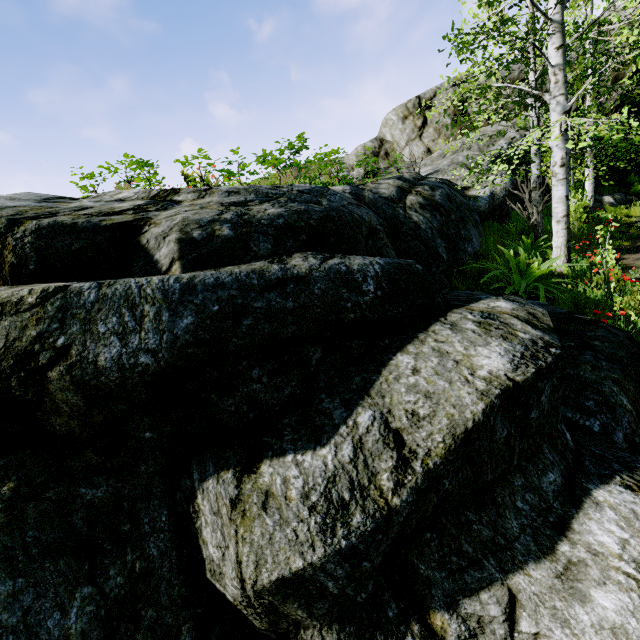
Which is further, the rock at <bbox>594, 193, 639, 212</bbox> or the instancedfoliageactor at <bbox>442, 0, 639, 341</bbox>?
the rock at <bbox>594, 193, 639, 212</bbox>

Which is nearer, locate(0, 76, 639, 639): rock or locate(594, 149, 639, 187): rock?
locate(0, 76, 639, 639): rock

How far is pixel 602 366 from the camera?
2.90m

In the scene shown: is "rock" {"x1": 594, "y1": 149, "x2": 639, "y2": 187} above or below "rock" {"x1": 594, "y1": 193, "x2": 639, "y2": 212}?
above

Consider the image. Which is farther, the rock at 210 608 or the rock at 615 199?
the rock at 615 199

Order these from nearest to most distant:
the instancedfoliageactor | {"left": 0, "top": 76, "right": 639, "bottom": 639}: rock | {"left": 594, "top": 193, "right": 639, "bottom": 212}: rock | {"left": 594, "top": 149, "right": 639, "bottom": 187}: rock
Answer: {"left": 0, "top": 76, "right": 639, "bottom": 639}: rock
the instancedfoliageactor
{"left": 594, "top": 193, "right": 639, "bottom": 212}: rock
{"left": 594, "top": 149, "right": 639, "bottom": 187}: rock

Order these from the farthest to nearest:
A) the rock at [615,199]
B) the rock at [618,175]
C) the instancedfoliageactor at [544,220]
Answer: the rock at [618,175] < the rock at [615,199] < the instancedfoliageactor at [544,220]
